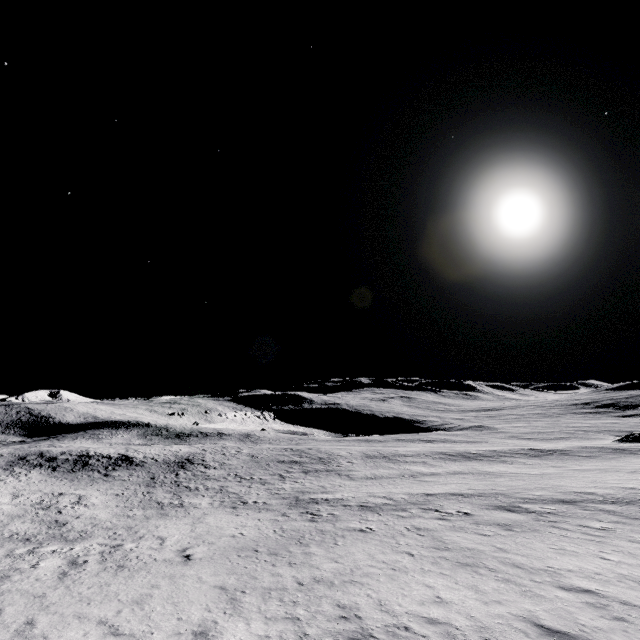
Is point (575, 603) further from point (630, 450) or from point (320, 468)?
point (630, 450)
